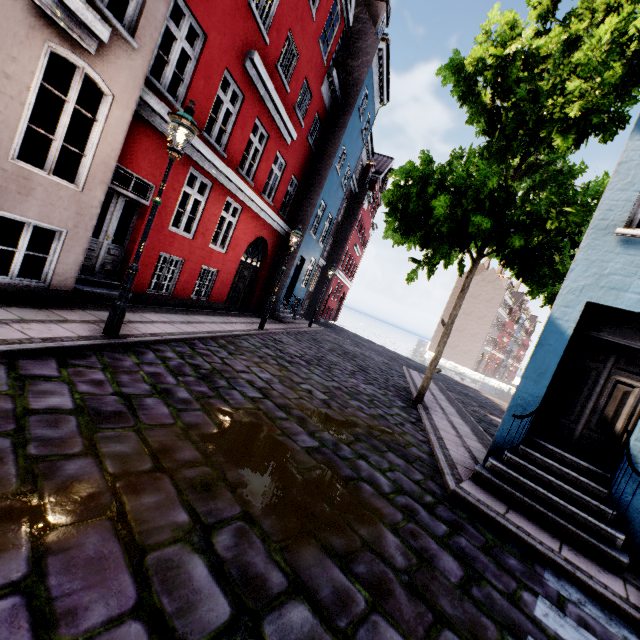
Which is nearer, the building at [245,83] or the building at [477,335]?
the building at [245,83]

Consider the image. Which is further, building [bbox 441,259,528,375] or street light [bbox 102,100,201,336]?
building [bbox 441,259,528,375]

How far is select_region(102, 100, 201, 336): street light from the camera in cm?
496

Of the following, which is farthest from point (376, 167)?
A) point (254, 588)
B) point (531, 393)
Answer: point (254, 588)

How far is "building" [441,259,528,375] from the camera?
50.81m

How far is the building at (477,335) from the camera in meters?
50.8 m

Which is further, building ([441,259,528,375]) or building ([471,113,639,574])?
building ([441,259,528,375])
